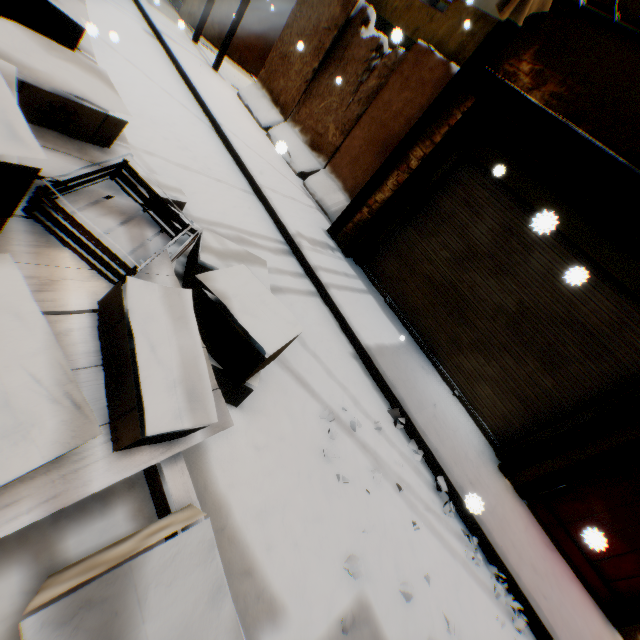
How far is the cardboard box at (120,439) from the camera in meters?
1.3

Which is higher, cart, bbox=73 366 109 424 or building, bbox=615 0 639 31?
building, bbox=615 0 639 31

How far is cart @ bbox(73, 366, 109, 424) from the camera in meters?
1.4

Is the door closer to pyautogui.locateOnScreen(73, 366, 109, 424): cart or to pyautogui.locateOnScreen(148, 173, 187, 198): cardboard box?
pyautogui.locateOnScreen(148, 173, 187, 198): cardboard box

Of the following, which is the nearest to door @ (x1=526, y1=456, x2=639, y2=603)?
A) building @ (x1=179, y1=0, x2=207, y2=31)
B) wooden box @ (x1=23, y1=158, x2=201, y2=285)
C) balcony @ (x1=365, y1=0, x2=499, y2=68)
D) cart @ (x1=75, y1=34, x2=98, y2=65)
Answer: building @ (x1=179, y1=0, x2=207, y2=31)

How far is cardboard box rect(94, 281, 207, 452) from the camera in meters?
1.3 m

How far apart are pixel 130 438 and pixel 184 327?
0.6 meters

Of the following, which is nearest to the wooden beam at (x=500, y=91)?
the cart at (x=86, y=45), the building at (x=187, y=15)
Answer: the building at (x=187, y=15)
